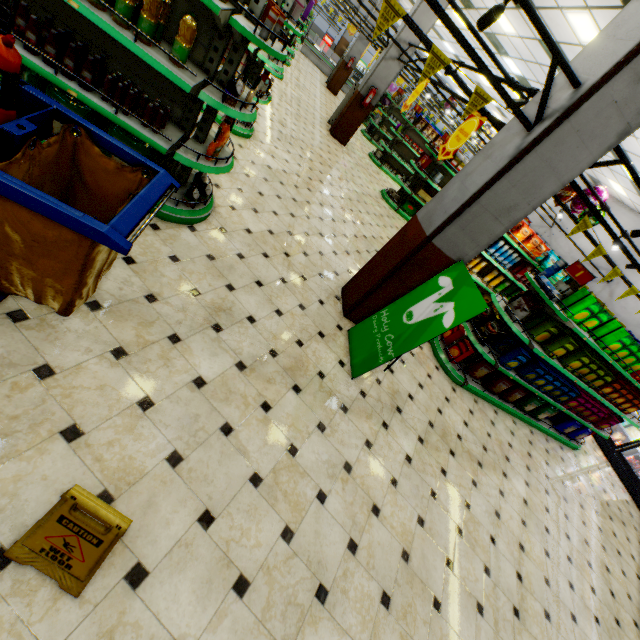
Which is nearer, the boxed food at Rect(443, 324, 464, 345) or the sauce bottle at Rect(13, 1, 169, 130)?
the sauce bottle at Rect(13, 1, 169, 130)

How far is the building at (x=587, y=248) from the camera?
12.42m

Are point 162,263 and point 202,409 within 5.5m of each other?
yes

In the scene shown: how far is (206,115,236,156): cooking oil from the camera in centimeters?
316cm

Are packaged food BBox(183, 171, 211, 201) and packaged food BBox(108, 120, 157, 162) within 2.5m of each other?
yes

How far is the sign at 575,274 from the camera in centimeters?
459cm

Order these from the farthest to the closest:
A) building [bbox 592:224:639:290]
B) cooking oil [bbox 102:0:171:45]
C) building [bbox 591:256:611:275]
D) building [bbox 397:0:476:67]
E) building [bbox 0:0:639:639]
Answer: building [bbox 591:256:611:275]
building [bbox 592:224:639:290]
building [bbox 397:0:476:67]
cooking oil [bbox 102:0:171:45]
building [bbox 0:0:639:639]

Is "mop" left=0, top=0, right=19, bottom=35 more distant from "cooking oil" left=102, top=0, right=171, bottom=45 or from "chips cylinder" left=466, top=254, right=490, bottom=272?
"chips cylinder" left=466, top=254, right=490, bottom=272
